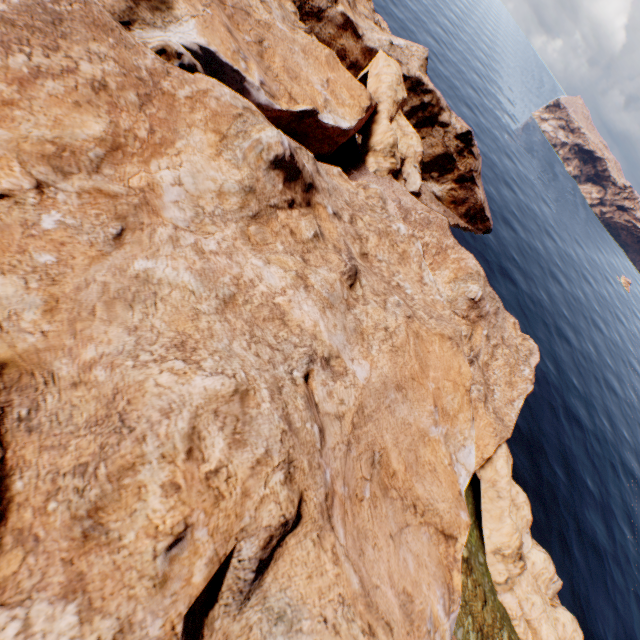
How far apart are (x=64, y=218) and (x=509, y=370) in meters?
41.8 m
